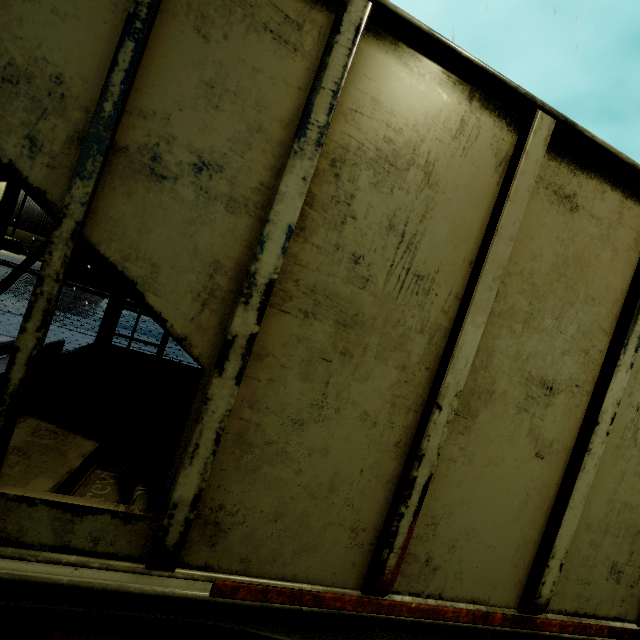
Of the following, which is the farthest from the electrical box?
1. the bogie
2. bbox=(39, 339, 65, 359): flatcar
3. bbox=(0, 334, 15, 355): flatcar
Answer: the bogie

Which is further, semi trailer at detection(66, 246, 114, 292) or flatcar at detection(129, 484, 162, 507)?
semi trailer at detection(66, 246, 114, 292)

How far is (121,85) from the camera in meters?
1.3 m

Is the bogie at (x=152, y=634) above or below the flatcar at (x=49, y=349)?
below

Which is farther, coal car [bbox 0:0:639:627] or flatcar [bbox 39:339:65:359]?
flatcar [bbox 39:339:65:359]

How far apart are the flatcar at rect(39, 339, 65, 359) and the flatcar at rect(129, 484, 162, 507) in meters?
2.4 m

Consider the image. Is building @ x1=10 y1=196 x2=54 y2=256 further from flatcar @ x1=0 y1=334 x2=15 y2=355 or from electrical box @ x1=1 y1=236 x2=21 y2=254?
flatcar @ x1=0 y1=334 x2=15 y2=355

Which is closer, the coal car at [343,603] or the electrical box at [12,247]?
the coal car at [343,603]
